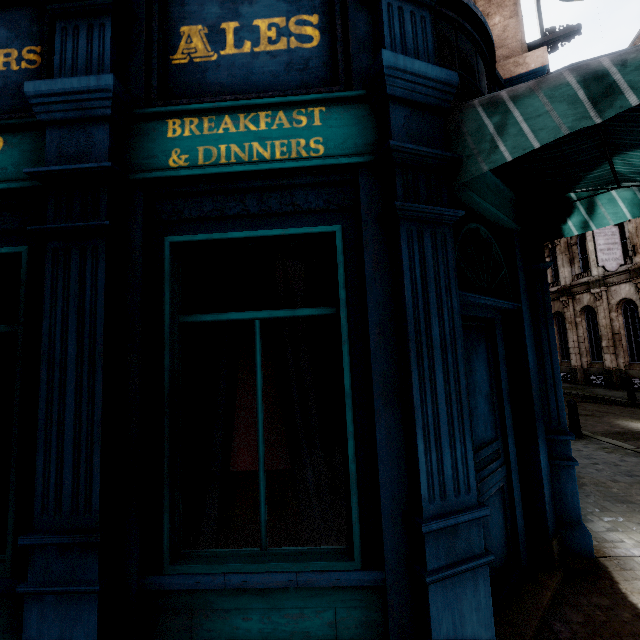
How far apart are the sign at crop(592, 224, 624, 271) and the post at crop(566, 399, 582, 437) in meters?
10.3

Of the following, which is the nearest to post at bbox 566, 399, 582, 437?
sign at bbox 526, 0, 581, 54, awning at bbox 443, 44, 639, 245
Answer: sign at bbox 526, 0, 581, 54

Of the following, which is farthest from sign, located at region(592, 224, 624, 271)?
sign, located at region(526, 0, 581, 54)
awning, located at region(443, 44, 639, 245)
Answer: awning, located at region(443, 44, 639, 245)

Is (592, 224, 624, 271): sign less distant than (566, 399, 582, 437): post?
No

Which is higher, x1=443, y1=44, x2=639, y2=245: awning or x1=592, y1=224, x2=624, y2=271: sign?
x1=592, y1=224, x2=624, y2=271: sign

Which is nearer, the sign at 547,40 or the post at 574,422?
the sign at 547,40

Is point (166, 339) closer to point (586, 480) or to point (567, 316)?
point (586, 480)

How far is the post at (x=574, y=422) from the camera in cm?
856
